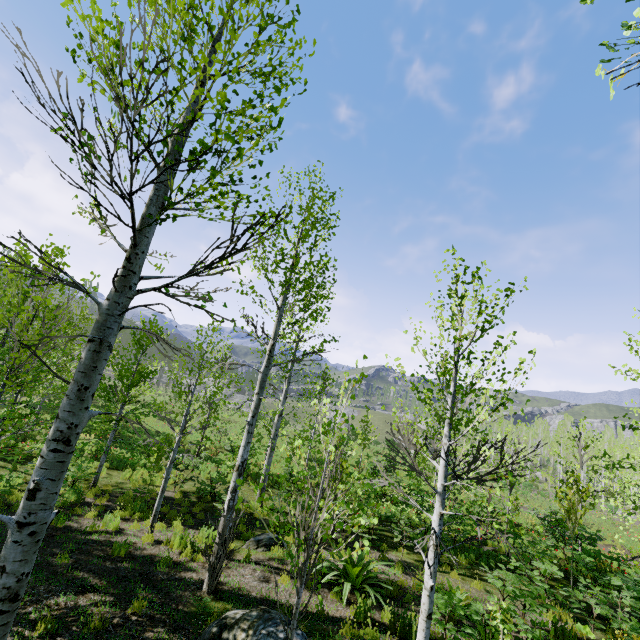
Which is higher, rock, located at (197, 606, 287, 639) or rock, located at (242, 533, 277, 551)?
rock, located at (197, 606, 287, 639)

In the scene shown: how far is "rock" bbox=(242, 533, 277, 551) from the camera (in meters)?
9.08

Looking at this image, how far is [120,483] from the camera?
12.96m

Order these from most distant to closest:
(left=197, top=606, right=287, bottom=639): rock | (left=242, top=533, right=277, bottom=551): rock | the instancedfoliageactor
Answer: (left=242, top=533, right=277, bottom=551): rock → (left=197, top=606, right=287, bottom=639): rock → the instancedfoliageactor

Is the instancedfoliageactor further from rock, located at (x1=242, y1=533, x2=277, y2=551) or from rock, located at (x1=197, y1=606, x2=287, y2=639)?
rock, located at (x1=242, y1=533, x2=277, y2=551)

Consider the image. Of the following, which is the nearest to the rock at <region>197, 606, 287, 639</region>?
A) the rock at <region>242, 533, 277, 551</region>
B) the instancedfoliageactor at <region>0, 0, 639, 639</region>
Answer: the instancedfoliageactor at <region>0, 0, 639, 639</region>

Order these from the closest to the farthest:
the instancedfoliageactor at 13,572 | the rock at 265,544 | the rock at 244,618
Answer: the instancedfoliageactor at 13,572 < the rock at 244,618 < the rock at 265,544

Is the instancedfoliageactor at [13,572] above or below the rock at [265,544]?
above
